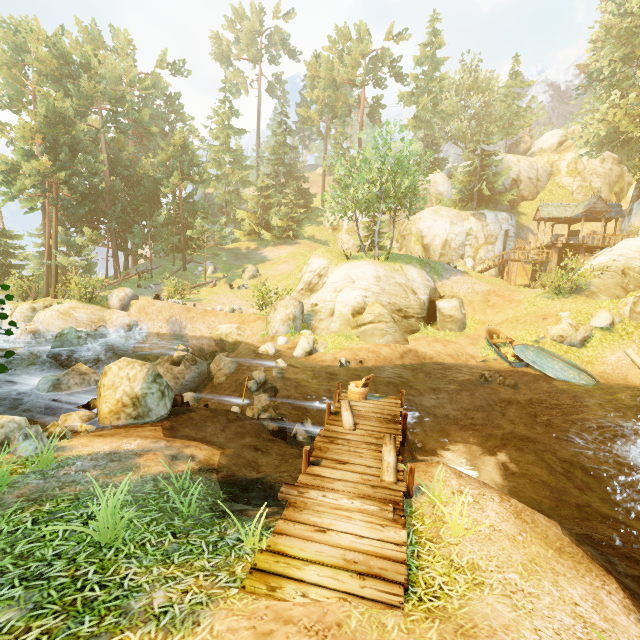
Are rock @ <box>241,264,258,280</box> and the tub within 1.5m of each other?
no

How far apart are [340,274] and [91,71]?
30.92m

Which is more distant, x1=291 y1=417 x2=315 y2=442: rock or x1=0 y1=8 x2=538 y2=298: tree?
x1=0 y1=8 x2=538 y2=298: tree

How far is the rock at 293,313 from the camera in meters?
19.9 m

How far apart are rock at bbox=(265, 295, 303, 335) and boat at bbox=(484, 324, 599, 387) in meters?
10.6

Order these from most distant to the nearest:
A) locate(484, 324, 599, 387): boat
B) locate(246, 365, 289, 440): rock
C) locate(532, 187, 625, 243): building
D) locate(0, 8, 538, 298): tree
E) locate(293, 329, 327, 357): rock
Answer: locate(532, 187, 625, 243): building, locate(0, 8, 538, 298): tree, locate(293, 329, 327, 357): rock, locate(484, 324, 599, 387): boat, locate(246, 365, 289, 440): rock

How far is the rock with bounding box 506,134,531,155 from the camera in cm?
5725

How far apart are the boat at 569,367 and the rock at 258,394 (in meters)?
12.32
